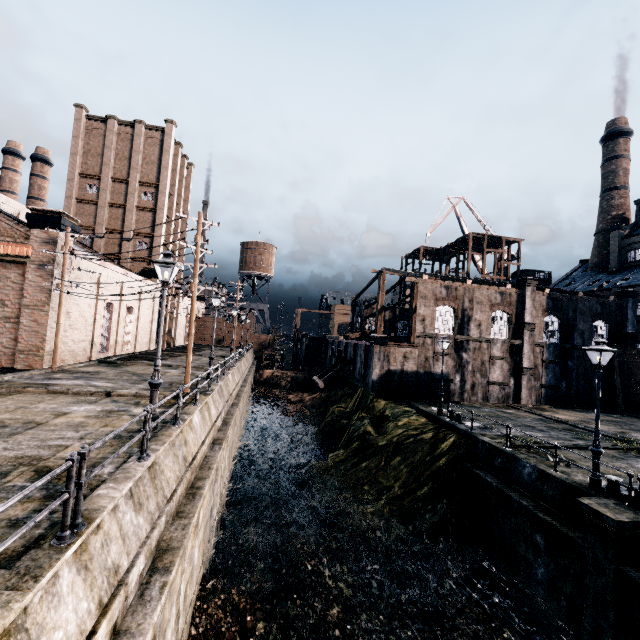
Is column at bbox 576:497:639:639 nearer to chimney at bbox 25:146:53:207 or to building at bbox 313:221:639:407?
building at bbox 313:221:639:407

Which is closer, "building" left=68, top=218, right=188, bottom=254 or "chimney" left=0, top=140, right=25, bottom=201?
"building" left=68, top=218, right=188, bottom=254

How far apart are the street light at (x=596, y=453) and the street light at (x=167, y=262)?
16.2 meters

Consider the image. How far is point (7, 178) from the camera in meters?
48.7

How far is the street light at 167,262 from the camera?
10.4 meters

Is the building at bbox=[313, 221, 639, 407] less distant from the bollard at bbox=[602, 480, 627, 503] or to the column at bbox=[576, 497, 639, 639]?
the bollard at bbox=[602, 480, 627, 503]

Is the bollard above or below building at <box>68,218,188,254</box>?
below

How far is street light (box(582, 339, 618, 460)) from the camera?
12.5 meters
